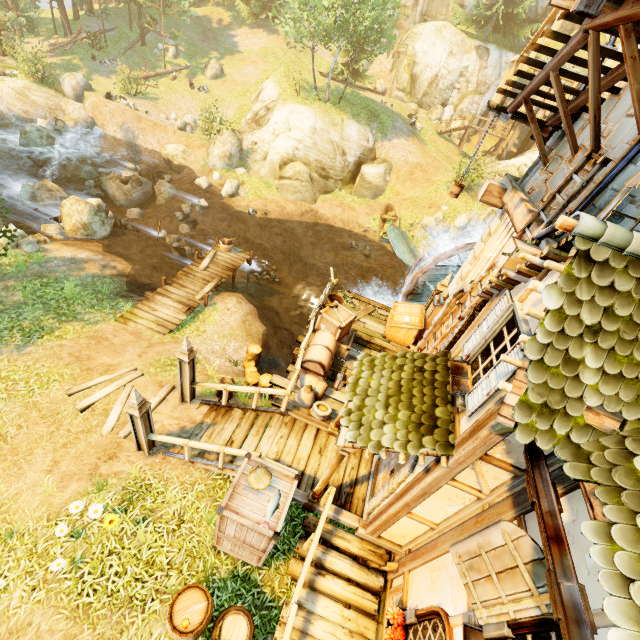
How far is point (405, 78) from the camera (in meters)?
34.53

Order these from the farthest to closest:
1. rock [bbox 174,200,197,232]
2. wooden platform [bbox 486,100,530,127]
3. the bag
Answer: rock [bbox 174,200,197,232] < the bag < wooden platform [bbox 486,100,530,127]

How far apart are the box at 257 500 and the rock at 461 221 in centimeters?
2139cm

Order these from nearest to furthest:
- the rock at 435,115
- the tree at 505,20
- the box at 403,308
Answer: the box at 403,308 < the tree at 505,20 < the rock at 435,115

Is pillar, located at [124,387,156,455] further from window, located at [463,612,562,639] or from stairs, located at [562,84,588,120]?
stairs, located at [562,84,588,120]

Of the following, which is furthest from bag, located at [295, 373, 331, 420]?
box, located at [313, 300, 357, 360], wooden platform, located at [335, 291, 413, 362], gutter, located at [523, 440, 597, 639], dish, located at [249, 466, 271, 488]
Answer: gutter, located at [523, 440, 597, 639]

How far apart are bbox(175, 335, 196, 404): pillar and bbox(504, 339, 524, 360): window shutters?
5.9m

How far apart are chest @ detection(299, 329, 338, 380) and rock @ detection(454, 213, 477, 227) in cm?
1726
